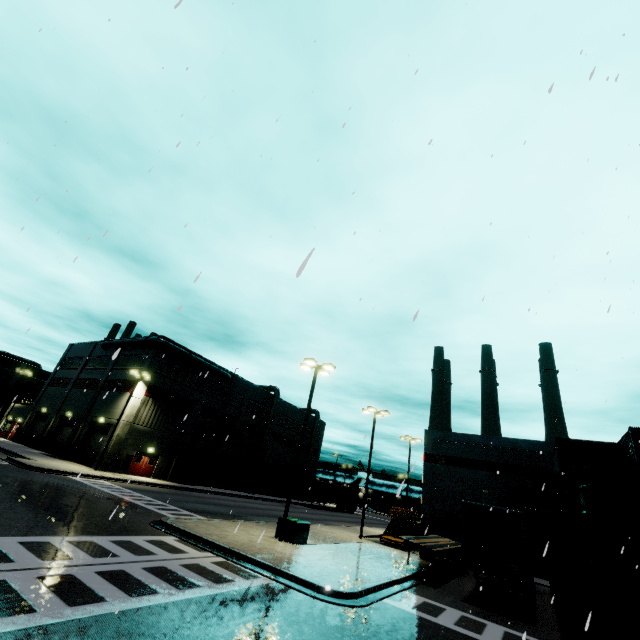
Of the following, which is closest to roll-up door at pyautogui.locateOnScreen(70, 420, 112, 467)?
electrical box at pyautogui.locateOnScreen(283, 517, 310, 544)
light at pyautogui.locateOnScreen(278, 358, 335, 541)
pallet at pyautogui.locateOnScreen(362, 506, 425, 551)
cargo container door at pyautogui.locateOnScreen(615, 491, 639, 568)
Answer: pallet at pyautogui.locateOnScreen(362, 506, 425, 551)

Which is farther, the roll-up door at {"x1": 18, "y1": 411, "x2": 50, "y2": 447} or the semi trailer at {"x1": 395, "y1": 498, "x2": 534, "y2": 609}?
the roll-up door at {"x1": 18, "y1": 411, "x2": 50, "y2": 447}

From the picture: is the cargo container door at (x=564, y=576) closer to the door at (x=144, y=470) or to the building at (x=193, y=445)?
the building at (x=193, y=445)

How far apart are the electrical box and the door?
24.2 meters

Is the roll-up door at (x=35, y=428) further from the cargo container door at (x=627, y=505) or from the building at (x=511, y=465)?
the cargo container door at (x=627, y=505)

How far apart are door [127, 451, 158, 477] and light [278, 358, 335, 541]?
25.2m

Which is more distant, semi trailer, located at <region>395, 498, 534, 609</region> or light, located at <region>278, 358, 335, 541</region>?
light, located at <region>278, 358, 335, 541</region>

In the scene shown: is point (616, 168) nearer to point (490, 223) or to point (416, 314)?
point (490, 223)
